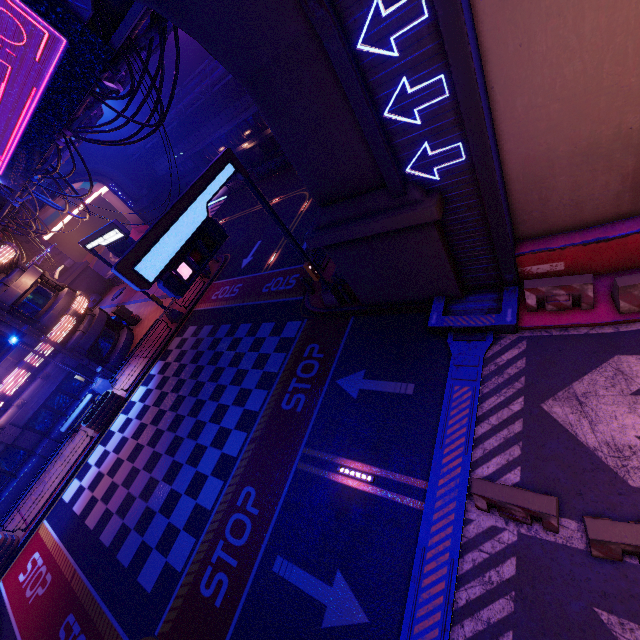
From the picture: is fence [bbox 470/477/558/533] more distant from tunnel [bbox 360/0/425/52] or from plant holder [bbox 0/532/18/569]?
plant holder [bbox 0/532/18/569]

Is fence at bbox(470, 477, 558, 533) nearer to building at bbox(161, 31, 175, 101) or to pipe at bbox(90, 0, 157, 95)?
pipe at bbox(90, 0, 157, 95)

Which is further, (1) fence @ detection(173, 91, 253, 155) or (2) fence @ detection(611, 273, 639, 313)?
(1) fence @ detection(173, 91, 253, 155)

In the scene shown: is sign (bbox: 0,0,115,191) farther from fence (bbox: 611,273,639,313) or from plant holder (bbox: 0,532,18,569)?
plant holder (bbox: 0,532,18,569)

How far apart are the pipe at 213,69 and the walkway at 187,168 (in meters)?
2.78

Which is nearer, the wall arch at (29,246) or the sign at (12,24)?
the sign at (12,24)

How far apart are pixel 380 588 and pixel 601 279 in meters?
9.7

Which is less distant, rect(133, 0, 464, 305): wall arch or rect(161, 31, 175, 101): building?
rect(133, 0, 464, 305): wall arch
